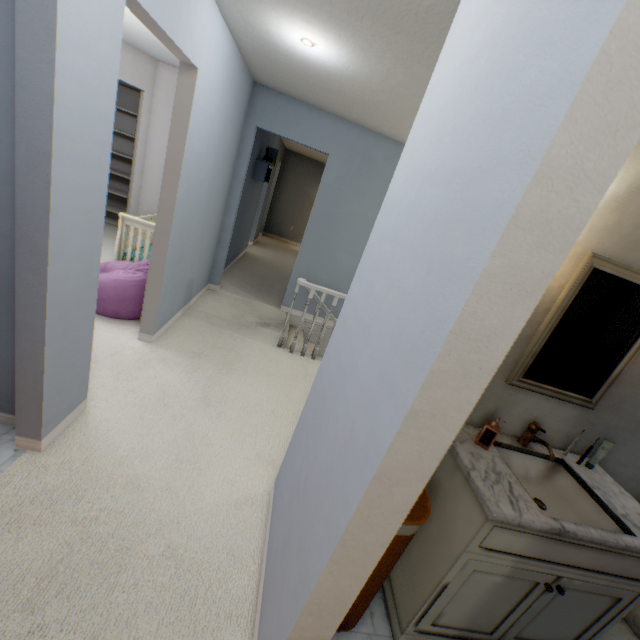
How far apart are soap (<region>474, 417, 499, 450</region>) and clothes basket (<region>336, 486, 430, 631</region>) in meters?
0.3 m

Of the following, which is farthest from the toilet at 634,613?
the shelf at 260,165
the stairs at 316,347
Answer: the shelf at 260,165

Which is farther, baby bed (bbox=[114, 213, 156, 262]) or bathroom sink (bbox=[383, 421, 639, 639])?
baby bed (bbox=[114, 213, 156, 262])

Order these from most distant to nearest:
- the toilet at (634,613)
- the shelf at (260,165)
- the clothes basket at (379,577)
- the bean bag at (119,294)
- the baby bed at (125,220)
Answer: the shelf at (260,165), the baby bed at (125,220), the bean bag at (119,294), the toilet at (634,613), the clothes basket at (379,577)

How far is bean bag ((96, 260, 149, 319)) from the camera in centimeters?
282cm

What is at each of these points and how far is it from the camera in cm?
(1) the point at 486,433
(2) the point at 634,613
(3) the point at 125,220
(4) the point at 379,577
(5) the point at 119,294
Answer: (1) soap, 144
(2) toilet, 186
(3) baby bed, 338
(4) clothes basket, 126
(5) bean bag, 284

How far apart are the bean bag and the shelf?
2.5 meters

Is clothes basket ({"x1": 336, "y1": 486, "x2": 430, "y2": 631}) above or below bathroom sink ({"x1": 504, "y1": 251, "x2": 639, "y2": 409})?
Answer: below
